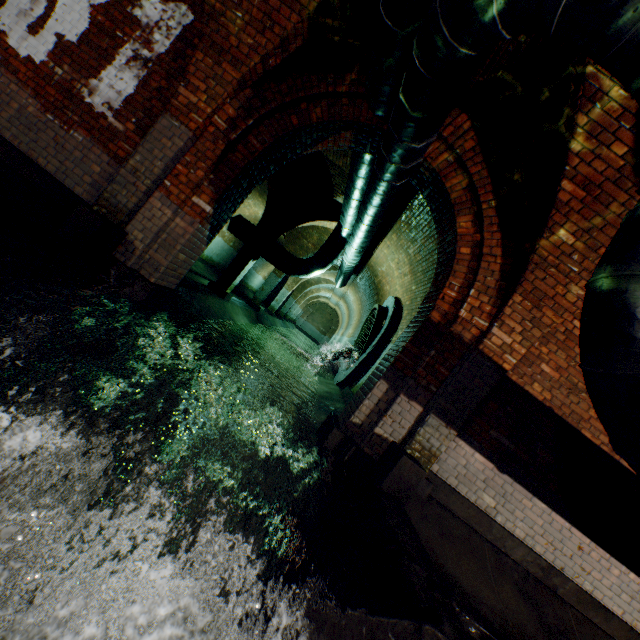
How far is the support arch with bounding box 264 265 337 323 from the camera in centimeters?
1939cm

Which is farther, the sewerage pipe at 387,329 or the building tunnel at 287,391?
the sewerage pipe at 387,329

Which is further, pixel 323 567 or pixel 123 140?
pixel 123 140

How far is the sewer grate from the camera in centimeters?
926cm

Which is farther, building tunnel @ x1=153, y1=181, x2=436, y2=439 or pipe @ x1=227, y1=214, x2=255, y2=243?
pipe @ x1=227, y1=214, x2=255, y2=243

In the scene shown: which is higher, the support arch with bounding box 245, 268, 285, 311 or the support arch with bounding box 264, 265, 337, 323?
the support arch with bounding box 264, 265, 337, 323

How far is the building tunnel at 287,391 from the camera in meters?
5.3 m

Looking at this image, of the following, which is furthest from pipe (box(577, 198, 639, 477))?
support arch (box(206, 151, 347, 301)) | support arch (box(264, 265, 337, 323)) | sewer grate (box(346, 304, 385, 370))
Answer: support arch (box(264, 265, 337, 323))
